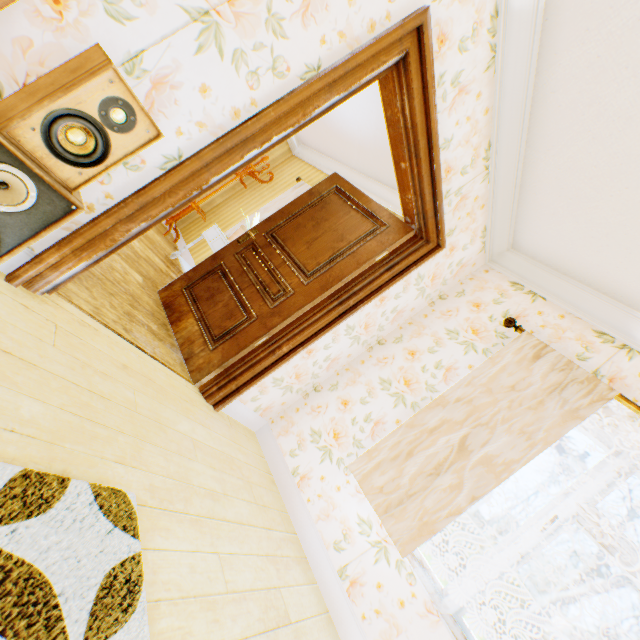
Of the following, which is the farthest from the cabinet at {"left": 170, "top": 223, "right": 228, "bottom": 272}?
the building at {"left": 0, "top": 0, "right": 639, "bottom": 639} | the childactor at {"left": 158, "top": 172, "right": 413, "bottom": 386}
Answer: the childactor at {"left": 158, "top": 172, "right": 413, "bottom": 386}

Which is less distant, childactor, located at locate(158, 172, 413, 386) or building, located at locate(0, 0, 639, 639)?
building, located at locate(0, 0, 639, 639)

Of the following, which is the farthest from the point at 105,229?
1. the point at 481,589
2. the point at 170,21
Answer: the point at 481,589

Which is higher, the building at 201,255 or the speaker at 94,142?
the speaker at 94,142

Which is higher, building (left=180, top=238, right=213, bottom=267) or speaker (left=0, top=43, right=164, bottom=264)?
speaker (left=0, top=43, right=164, bottom=264)

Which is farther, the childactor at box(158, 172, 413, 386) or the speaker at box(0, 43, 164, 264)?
the childactor at box(158, 172, 413, 386)

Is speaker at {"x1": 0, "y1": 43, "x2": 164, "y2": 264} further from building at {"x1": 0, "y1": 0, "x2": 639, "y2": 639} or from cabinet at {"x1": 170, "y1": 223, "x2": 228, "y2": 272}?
cabinet at {"x1": 170, "y1": 223, "x2": 228, "y2": 272}

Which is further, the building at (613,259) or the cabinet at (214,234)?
the cabinet at (214,234)
